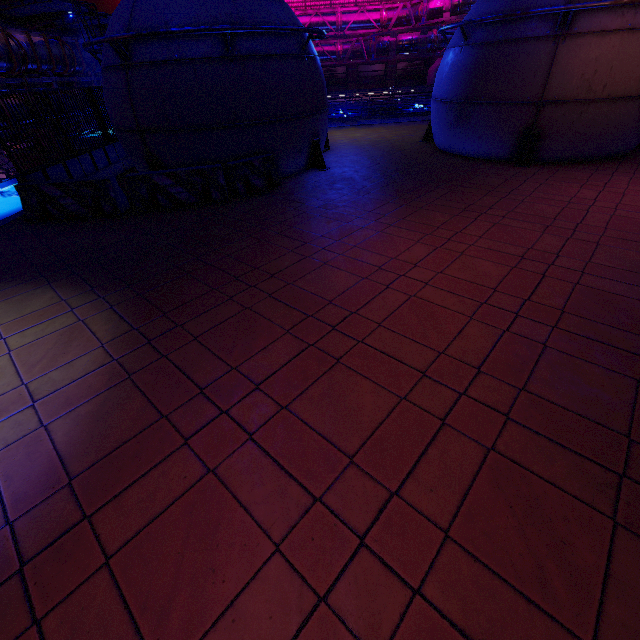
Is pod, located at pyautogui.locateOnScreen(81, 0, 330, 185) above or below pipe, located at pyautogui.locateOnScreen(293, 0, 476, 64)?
below

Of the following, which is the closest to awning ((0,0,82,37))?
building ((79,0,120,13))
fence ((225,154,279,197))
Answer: fence ((225,154,279,197))

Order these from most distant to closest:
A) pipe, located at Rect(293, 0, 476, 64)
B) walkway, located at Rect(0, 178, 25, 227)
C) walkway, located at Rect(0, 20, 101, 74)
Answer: pipe, located at Rect(293, 0, 476, 64) < walkway, located at Rect(0, 20, 101, 74) < walkway, located at Rect(0, 178, 25, 227)

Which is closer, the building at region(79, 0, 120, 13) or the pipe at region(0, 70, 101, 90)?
the pipe at region(0, 70, 101, 90)

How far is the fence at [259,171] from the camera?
9.1m

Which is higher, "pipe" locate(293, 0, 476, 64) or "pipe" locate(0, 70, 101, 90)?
"pipe" locate(293, 0, 476, 64)

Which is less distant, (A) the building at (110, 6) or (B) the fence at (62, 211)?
(B) the fence at (62, 211)

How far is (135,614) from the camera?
2.1m
